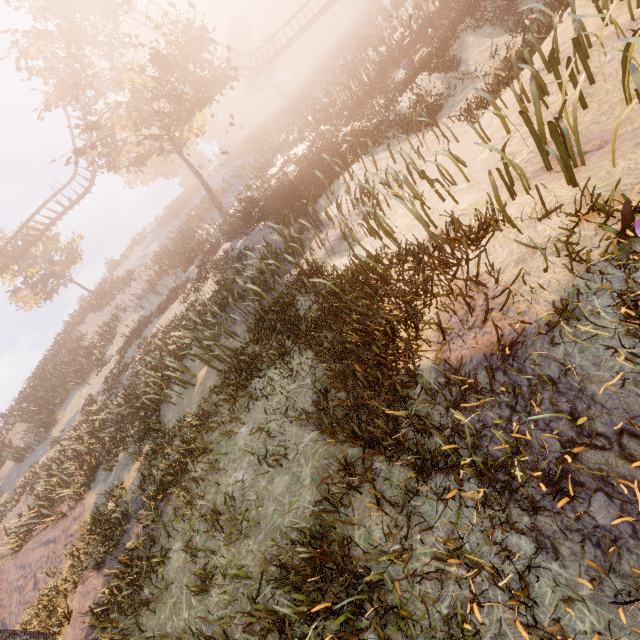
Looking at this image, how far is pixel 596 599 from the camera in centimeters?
238cm

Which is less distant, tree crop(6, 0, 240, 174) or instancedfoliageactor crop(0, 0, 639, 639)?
instancedfoliageactor crop(0, 0, 639, 639)

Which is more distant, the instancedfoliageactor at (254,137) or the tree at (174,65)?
the tree at (174,65)

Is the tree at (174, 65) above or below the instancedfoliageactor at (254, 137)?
above

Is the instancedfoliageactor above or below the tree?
below
